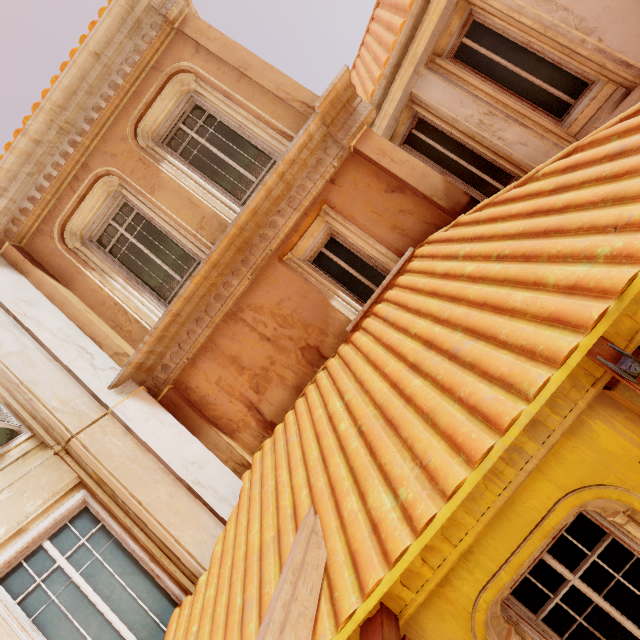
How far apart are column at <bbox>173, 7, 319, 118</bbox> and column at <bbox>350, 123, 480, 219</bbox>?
0.3m

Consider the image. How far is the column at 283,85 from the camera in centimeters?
512cm

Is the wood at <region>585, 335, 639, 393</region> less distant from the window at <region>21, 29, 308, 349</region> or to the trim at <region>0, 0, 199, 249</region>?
the window at <region>21, 29, 308, 349</region>

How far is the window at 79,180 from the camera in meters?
5.4 m

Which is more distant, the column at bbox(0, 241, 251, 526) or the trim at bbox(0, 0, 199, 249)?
the trim at bbox(0, 0, 199, 249)

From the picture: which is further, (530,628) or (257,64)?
(257,64)

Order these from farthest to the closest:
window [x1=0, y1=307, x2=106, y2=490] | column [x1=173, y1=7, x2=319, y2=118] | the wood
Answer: column [x1=173, y1=7, x2=319, y2=118]
window [x1=0, y1=307, x2=106, y2=490]
the wood

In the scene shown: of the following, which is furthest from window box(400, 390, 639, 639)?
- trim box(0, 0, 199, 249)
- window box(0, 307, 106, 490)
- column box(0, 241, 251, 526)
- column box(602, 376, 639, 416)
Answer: trim box(0, 0, 199, 249)
